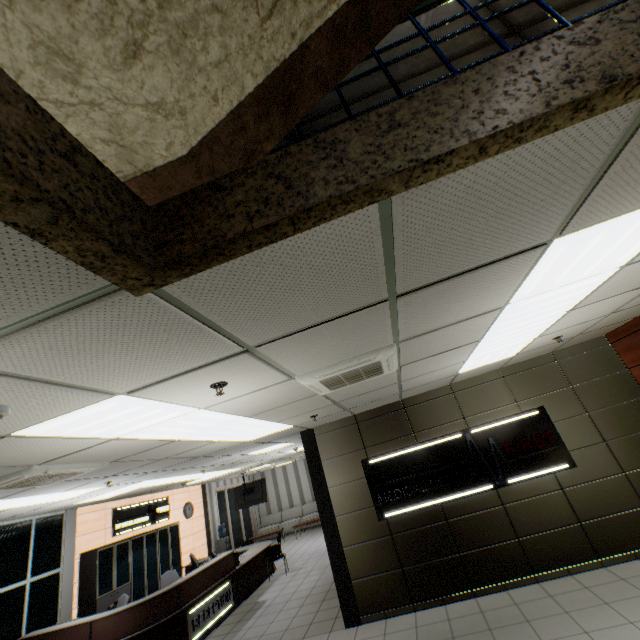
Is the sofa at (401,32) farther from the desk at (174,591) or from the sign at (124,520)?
the sign at (124,520)

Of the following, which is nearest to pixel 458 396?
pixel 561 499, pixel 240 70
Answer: pixel 561 499

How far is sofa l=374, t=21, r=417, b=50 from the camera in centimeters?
179cm

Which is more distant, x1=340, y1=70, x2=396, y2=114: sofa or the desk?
the desk

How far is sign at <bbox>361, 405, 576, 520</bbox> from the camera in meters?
5.6

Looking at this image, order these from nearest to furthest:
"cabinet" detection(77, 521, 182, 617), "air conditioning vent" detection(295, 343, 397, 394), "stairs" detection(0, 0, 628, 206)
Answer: "stairs" detection(0, 0, 628, 206) → "air conditioning vent" detection(295, 343, 397, 394) → "cabinet" detection(77, 521, 182, 617)

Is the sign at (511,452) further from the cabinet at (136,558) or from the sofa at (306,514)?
the sofa at (306,514)

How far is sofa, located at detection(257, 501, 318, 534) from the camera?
16.25m
